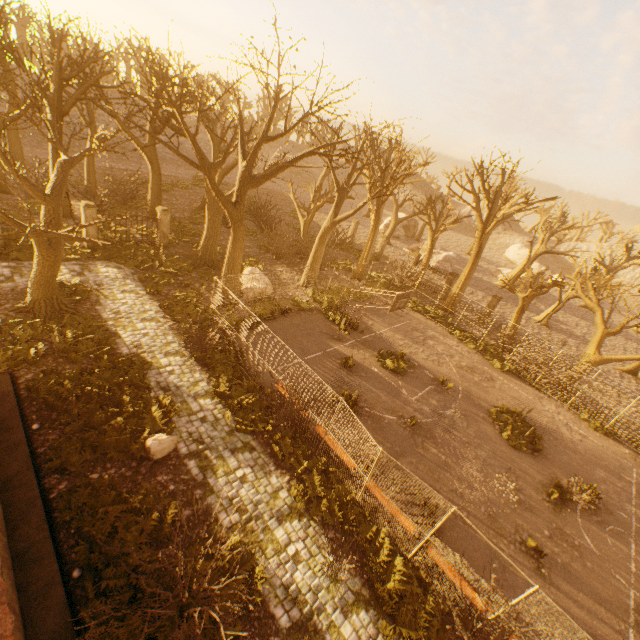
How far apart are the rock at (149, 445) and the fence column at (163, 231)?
14.8m

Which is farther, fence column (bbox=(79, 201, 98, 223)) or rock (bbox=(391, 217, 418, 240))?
rock (bbox=(391, 217, 418, 240))

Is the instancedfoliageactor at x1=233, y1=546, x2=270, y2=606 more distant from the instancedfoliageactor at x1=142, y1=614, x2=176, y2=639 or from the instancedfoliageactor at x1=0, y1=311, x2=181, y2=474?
the instancedfoliageactor at x1=0, y1=311, x2=181, y2=474

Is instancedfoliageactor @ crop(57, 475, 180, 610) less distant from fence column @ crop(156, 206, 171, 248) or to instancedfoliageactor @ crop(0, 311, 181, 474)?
instancedfoliageactor @ crop(0, 311, 181, 474)

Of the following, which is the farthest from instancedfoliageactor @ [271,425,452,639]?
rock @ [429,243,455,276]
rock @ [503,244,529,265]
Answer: rock @ [503,244,529,265]

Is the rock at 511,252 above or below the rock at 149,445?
above

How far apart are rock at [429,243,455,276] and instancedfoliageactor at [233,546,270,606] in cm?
3394

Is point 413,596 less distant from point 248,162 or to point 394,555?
point 394,555
